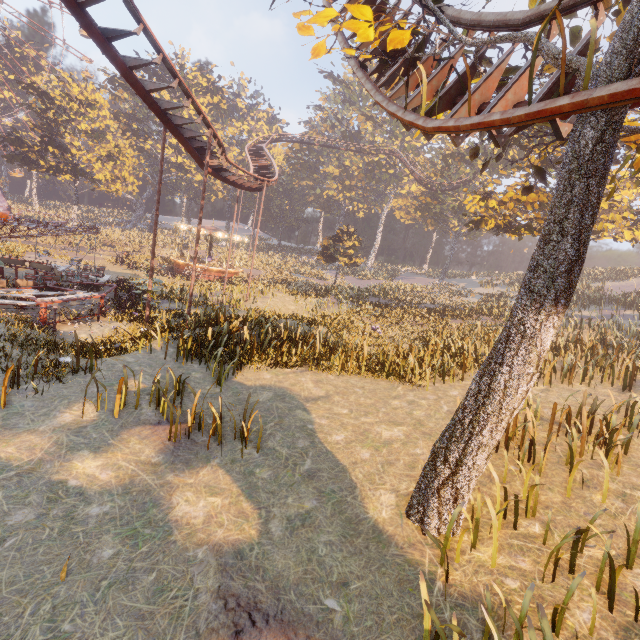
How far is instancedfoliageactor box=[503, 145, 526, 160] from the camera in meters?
39.1

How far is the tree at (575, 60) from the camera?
4.1 meters

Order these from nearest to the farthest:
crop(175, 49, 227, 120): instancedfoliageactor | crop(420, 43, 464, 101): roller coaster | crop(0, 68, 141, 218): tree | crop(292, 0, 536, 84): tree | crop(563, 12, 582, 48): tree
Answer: crop(292, 0, 536, 84): tree < crop(420, 43, 464, 101): roller coaster < crop(563, 12, 582, 48): tree < crop(0, 68, 141, 218): tree < crop(175, 49, 227, 120): instancedfoliageactor

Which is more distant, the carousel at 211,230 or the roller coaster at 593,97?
the carousel at 211,230

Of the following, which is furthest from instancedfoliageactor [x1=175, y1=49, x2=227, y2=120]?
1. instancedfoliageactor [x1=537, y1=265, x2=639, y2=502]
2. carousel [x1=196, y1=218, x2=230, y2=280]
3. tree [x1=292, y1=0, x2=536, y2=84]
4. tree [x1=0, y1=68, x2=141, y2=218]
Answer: instancedfoliageactor [x1=537, y1=265, x2=639, y2=502]

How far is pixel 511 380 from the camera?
4.41m

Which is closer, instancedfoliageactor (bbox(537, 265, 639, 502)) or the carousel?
instancedfoliageactor (bbox(537, 265, 639, 502))

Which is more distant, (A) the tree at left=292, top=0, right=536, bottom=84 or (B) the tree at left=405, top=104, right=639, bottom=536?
(A) the tree at left=292, top=0, right=536, bottom=84
